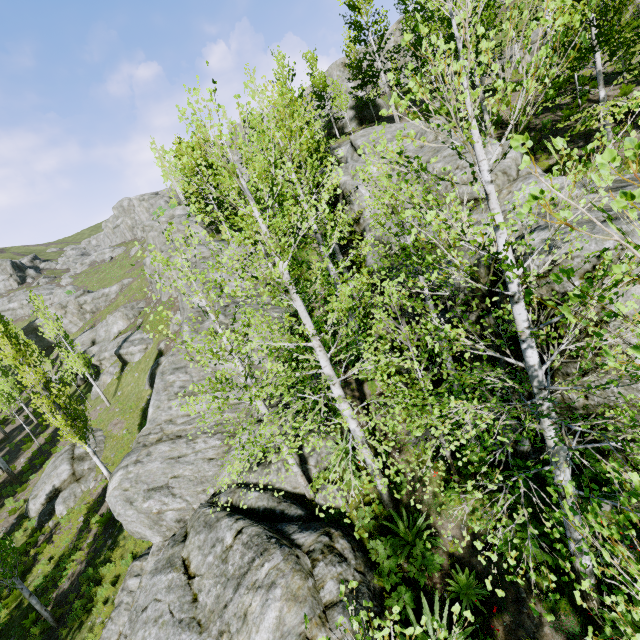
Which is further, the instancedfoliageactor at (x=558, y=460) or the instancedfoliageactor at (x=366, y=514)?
the instancedfoliageactor at (x=366, y=514)

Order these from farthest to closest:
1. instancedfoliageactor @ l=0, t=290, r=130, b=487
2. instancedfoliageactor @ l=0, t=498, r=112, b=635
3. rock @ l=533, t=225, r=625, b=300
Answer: instancedfoliageactor @ l=0, t=290, r=130, b=487 → instancedfoliageactor @ l=0, t=498, r=112, b=635 → rock @ l=533, t=225, r=625, b=300

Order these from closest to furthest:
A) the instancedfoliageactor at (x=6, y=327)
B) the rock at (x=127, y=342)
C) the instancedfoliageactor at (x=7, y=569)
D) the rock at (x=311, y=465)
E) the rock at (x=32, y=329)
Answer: the rock at (x=311, y=465) → the instancedfoliageactor at (x=7, y=569) → the instancedfoliageactor at (x=6, y=327) → the rock at (x=127, y=342) → the rock at (x=32, y=329)

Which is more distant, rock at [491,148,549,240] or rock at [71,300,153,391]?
rock at [71,300,153,391]

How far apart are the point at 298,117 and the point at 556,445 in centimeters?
1092cm

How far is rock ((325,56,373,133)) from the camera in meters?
33.8 m

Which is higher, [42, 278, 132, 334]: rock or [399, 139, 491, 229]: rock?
[42, 278, 132, 334]: rock
